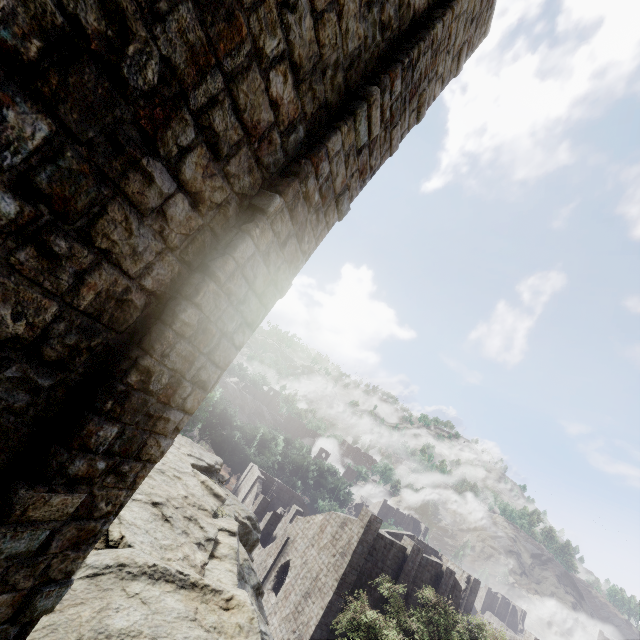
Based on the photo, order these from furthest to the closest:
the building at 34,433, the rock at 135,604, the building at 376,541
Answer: the building at 376,541
the rock at 135,604
the building at 34,433

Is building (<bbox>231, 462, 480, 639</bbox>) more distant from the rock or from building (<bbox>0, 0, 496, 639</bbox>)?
the rock

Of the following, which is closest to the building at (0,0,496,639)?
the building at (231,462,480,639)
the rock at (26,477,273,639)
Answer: the rock at (26,477,273,639)

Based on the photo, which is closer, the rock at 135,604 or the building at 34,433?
the building at 34,433

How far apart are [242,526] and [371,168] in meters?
14.9

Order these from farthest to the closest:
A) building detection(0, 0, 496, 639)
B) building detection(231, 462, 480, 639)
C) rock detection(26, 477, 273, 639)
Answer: building detection(231, 462, 480, 639)
rock detection(26, 477, 273, 639)
building detection(0, 0, 496, 639)
